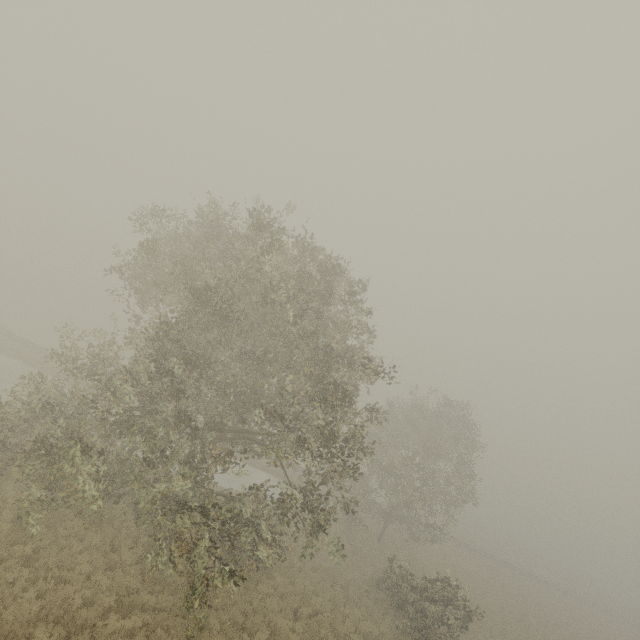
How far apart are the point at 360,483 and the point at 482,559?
25.42m
